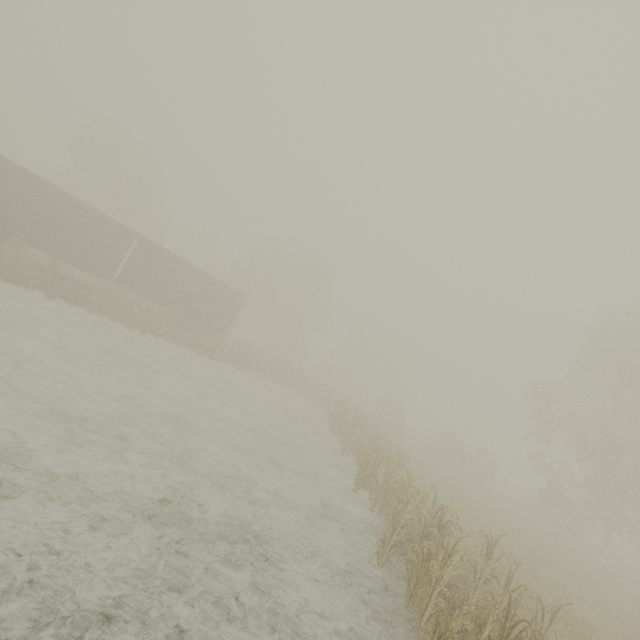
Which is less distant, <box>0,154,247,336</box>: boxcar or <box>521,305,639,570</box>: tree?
<box>0,154,247,336</box>: boxcar

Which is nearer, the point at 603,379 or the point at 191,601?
the point at 191,601

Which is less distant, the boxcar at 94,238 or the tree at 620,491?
the boxcar at 94,238
